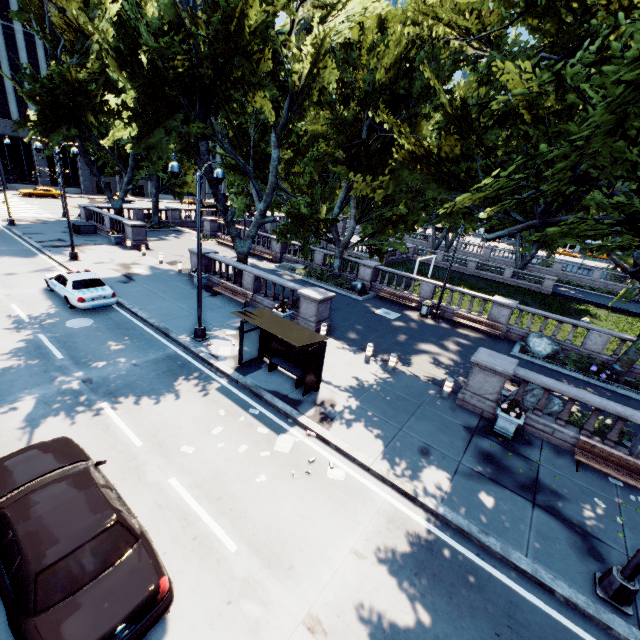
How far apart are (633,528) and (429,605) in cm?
650

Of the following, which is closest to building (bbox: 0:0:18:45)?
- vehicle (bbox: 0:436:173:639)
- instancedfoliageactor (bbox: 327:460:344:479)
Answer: vehicle (bbox: 0:436:173:639)

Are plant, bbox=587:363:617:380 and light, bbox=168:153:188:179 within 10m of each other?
no

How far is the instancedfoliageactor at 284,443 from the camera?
9.53m

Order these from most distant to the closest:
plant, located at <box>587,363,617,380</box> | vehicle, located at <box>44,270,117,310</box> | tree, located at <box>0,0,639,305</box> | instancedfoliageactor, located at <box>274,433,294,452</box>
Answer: plant, located at <box>587,363,617,380</box>, vehicle, located at <box>44,270,117,310</box>, instancedfoliageactor, located at <box>274,433,294,452</box>, tree, located at <box>0,0,639,305</box>

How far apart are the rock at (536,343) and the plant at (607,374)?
1.51m

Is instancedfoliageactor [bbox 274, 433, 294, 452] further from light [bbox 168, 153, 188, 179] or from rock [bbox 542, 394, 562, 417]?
rock [bbox 542, 394, 562, 417]

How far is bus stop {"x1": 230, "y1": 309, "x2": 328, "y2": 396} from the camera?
11.08m
